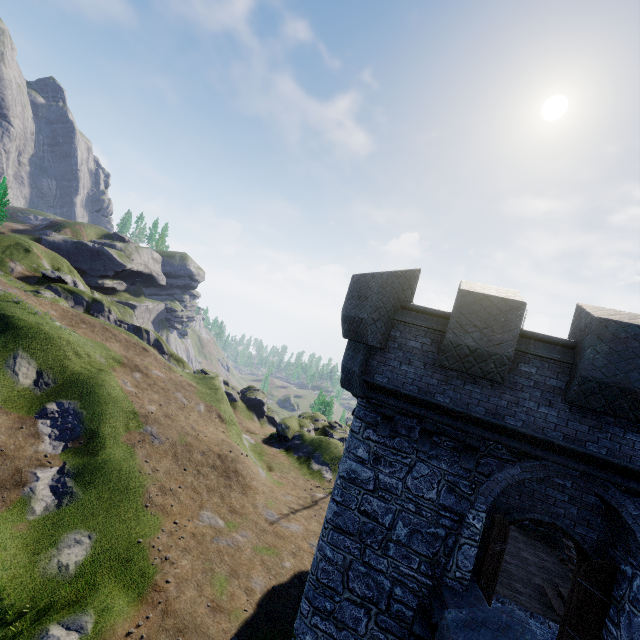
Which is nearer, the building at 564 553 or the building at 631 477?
the building at 631 477

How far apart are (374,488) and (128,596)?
16.8 meters

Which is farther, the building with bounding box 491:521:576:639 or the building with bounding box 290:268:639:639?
the building with bounding box 491:521:576:639
